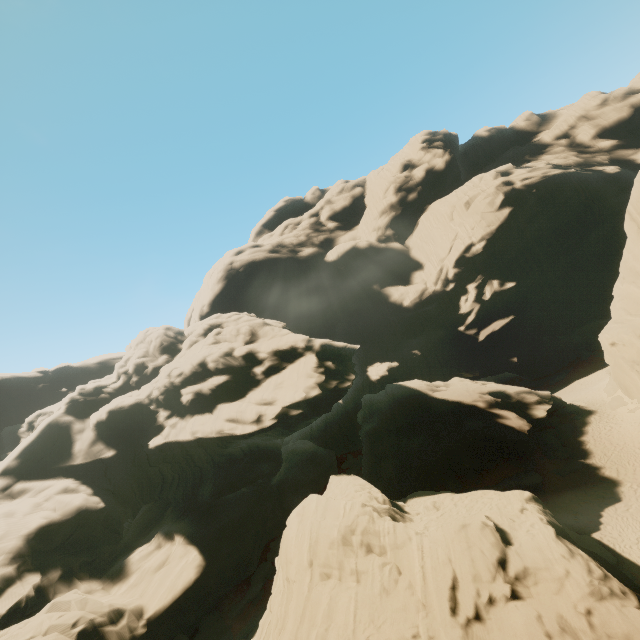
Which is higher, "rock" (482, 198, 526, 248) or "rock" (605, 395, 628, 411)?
"rock" (482, 198, 526, 248)

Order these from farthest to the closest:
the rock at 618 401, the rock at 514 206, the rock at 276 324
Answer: the rock at 514 206
the rock at 618 401
the rock at 276 324

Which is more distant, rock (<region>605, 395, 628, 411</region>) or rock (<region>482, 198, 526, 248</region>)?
rock (<region>482, 198, 526, 248</region>)

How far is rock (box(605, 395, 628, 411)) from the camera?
31.0m

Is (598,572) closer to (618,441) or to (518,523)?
(518,523)

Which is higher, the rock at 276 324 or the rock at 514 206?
the rock at 514 206

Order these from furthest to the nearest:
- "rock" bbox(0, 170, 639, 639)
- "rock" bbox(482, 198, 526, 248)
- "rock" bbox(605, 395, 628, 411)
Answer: "rock" bbox(482, 198, 526, 248), "rock" bbox(605, 395, 628, 411), "rock" bbox(0, 170, 639, 639)
